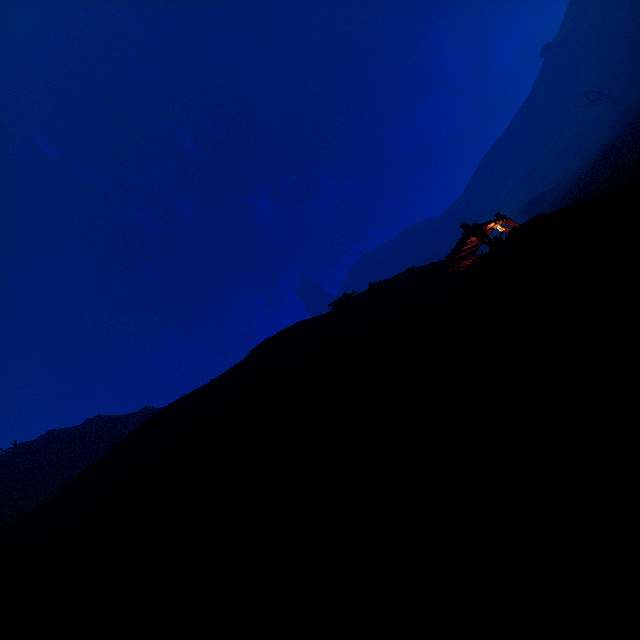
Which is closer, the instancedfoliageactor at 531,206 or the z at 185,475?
the z at 185,475

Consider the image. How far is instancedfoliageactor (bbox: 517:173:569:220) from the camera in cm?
5280

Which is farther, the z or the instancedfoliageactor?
the instancedfoliageactor

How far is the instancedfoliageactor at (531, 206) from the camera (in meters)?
52.80

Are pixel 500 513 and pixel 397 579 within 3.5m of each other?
yes
